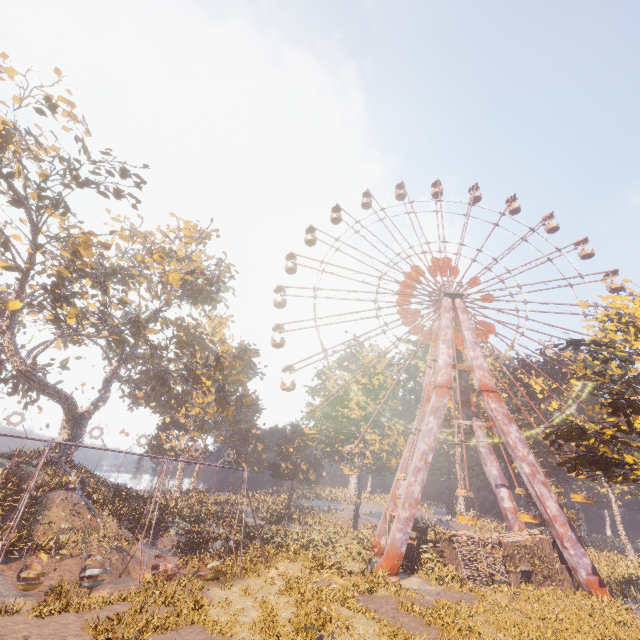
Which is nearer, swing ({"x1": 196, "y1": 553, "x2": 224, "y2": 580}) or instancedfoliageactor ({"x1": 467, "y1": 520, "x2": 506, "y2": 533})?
swing ({"x1": 196, "y1": 553, "x2": 224, "y2": 580})

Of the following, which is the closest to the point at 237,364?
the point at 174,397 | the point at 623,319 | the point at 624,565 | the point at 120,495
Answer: the point at 174,397

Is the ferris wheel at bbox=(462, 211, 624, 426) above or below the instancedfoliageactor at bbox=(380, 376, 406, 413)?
above

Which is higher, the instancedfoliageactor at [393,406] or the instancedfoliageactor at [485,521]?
the instancedfoliageactor at [393,406]

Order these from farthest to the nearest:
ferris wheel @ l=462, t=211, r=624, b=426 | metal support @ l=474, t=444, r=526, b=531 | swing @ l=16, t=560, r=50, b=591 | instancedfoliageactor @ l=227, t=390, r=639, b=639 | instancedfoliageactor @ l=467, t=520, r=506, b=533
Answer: instancedfoliageactor @ l=467, t=520, r=506, b=533 → ferris wheel @ l=462, t=211, r=624, b=426 → metal support @ l=474, t=444, r=526, b=531 → instancedfoliageactor @ l=227, t=390, r=639, b=639 → swing @ l=16, t=560, r=50, b=591

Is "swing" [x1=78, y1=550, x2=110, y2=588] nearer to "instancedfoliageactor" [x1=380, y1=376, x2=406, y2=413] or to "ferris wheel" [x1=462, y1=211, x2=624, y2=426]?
"instancedfoliageactor" [x1=380, y1=376, x2=406, y2=413]

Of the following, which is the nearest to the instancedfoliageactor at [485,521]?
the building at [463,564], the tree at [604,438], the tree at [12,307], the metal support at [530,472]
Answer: the building at [463,564]

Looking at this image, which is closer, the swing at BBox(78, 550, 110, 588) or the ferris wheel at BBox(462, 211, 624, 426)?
the swing at BBox(78, 550, 110, 588)
